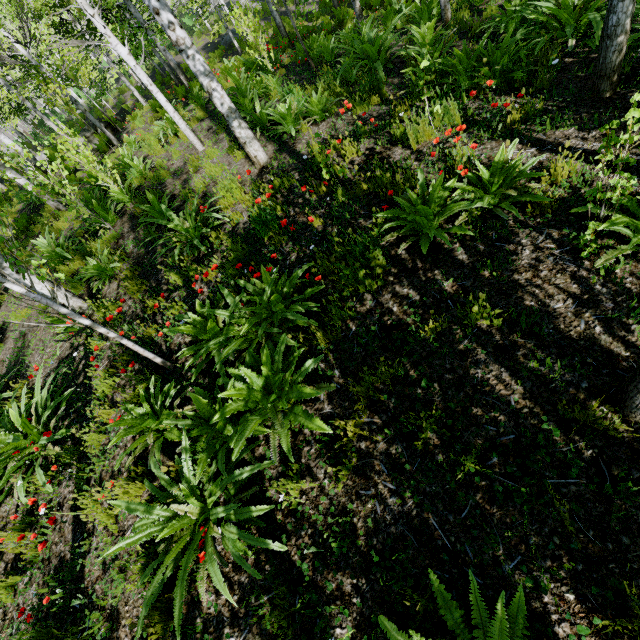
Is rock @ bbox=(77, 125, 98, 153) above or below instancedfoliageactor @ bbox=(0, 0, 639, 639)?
above

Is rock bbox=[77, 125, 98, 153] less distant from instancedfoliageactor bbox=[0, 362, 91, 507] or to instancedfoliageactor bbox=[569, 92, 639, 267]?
instancedfoliageactor bbox=[569, 92, 639, 267]

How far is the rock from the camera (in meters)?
13.61

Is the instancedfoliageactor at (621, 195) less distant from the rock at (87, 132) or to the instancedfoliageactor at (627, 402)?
the rock at (87, 132)

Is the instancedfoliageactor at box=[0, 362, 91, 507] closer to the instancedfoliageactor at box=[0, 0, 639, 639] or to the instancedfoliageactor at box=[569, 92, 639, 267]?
the instancedfoliageactor at box=[569, 92, 639, 267]

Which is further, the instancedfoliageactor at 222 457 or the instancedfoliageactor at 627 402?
the instancedfoliageactor at 222 457

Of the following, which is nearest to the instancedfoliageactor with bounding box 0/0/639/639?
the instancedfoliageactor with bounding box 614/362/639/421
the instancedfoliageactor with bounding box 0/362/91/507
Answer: the instancedfoliageactor with bounding box 0/362/91/507

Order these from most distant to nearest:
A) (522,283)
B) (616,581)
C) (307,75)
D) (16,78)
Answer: (16,78), (307,75), (522,283), (616,581)
